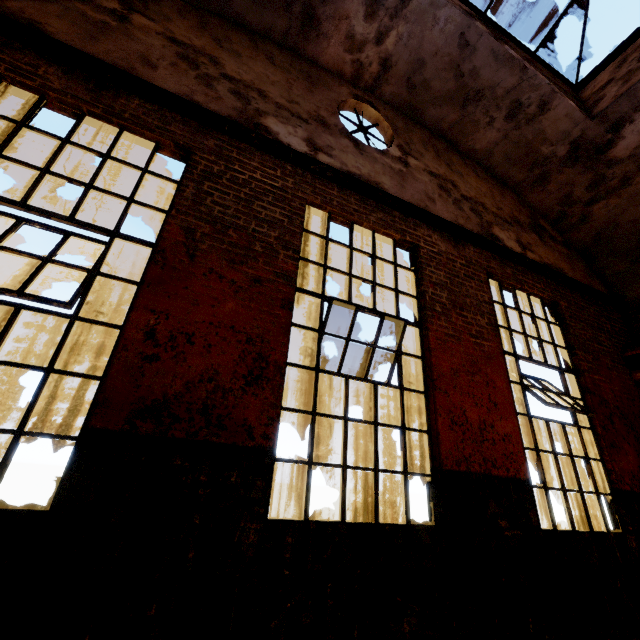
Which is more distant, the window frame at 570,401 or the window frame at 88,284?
the window frame at 570,401

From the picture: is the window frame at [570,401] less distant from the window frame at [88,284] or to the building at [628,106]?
the building at [628,106]

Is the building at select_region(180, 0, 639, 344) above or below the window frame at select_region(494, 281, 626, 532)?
above

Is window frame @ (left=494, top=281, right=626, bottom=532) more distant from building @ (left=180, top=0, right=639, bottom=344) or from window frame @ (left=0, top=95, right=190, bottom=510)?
window frame @ (left=0, top=95, right=190, bottom=510)

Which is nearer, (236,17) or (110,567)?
(110,567)

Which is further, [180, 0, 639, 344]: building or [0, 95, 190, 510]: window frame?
[180, 0, 639, 344]: building

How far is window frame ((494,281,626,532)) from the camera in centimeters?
406cm
